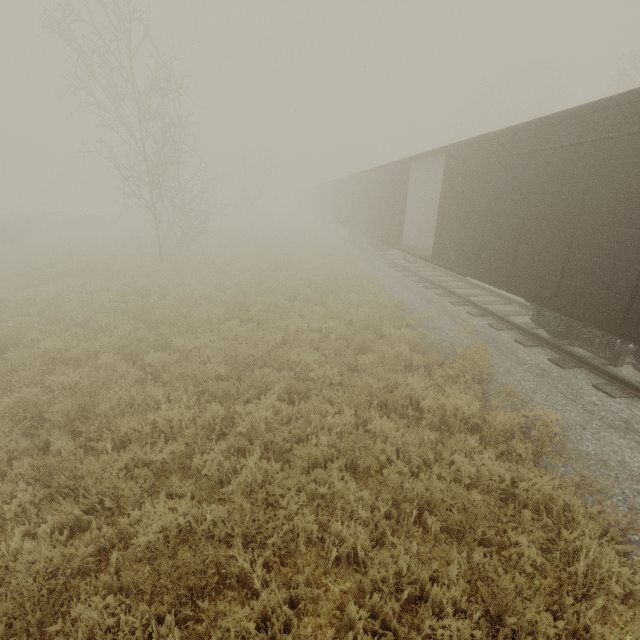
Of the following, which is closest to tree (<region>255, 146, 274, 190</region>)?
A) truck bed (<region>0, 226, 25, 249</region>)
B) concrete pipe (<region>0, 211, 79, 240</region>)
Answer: concrete pipe (<region>0, 211, 79, 240</region>)

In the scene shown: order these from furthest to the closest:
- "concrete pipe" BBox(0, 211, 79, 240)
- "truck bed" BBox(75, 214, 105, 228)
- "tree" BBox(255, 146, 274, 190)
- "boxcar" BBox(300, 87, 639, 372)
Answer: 1. "tree" BBox(255, 146, 274, 190)
2. "truck bed" BBox(75, 214, 105, 228)
3. "concrete pipe" BBox(0, 211, 79, 240)
4. "boxcar" BBox(300, 87, 639, 372)

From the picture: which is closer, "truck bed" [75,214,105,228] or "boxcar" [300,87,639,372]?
"boxcar" [300,87,639,372]

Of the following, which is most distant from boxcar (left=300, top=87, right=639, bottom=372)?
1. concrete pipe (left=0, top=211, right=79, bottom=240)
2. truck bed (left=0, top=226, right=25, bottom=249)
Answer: concrete pipe (left=0, top=211, right=79, bottom=240)

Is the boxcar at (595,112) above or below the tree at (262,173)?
below

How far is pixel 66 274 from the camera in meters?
14.9 m

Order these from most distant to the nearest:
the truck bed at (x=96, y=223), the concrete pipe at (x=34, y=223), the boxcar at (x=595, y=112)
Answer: the truck bed at (x=96, y=223) < the concrete pipe at (x=34, y=223) < the boxcar at (x=595, y=112)

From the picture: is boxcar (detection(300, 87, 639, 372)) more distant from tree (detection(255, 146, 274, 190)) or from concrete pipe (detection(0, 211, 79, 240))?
tree (detection(255, 146, 274, 190))
